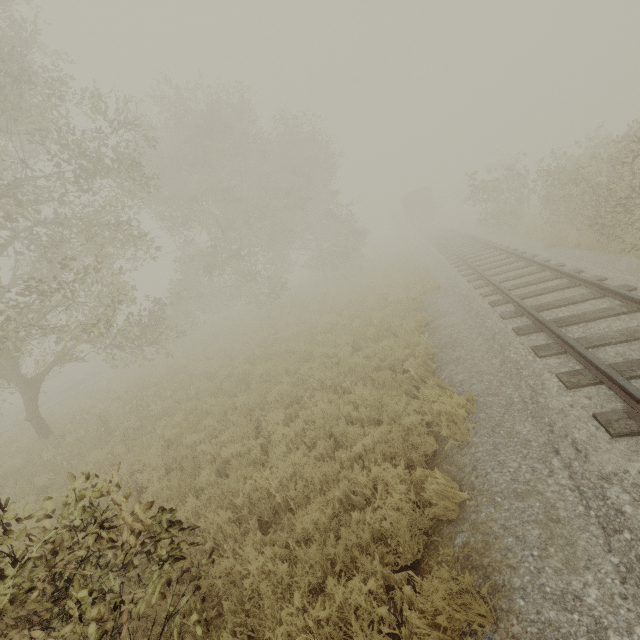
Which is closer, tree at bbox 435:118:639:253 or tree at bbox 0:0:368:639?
tree at bbox 0:0:368:639

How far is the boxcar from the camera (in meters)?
39.81

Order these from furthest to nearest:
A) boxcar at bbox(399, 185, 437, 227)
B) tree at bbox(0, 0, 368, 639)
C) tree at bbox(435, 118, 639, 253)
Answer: boxcar at bbox(399, 185, 437, 227) → tree at bbox(435, 118, 639, 253) → tree at bbox(0, 0, 368, 639)

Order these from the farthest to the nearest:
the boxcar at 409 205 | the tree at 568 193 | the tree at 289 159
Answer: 1. the boxcar at 409 205
2. the tree at 568 193
3. the tree at 289 159

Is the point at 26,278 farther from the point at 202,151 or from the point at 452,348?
the point at 202,151

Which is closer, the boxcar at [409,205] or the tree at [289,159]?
the tree at [289,159]

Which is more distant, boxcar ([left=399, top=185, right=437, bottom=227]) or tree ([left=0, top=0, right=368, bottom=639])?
boxcar ([left=399, top=185, right=437, bottom=227])
